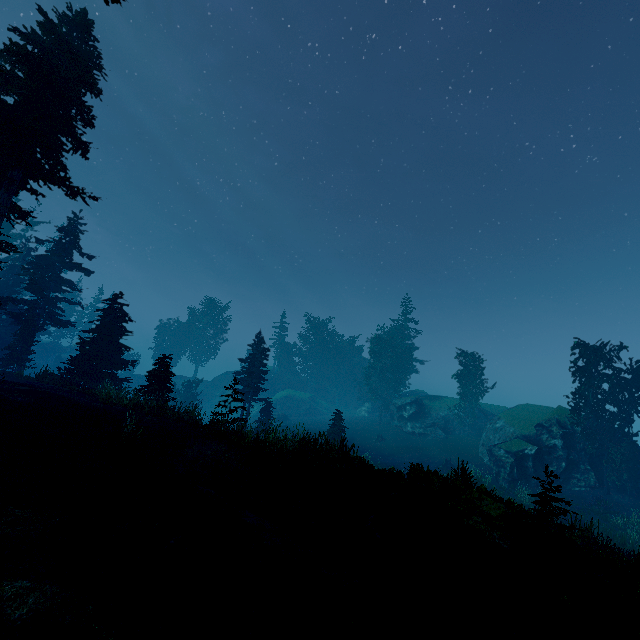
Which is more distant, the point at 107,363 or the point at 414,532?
the point at 107,363

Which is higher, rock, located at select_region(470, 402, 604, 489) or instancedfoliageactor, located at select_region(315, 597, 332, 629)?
rock, located at select_region(470, 402, 604, 489)

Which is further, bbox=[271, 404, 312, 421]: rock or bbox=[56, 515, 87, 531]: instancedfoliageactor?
bbox=[271, 404, 312, 421]: rock

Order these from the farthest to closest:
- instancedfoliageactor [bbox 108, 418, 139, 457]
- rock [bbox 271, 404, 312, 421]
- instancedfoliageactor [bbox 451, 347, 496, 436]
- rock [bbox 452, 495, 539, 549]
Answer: rock [bbox 271, 404, 312, 421], instancedfoliageactor [bbox 451, 347, 496, 436], instancedfoliageactor [bbox 108, 418, 139, 457], rock [bbox 452, 495, 539, 549]

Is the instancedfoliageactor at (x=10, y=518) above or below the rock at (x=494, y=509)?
below

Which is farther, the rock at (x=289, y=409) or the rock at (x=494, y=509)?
the rock at (x=289, y=409)

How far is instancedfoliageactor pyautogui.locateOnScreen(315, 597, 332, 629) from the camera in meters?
5.1 m
